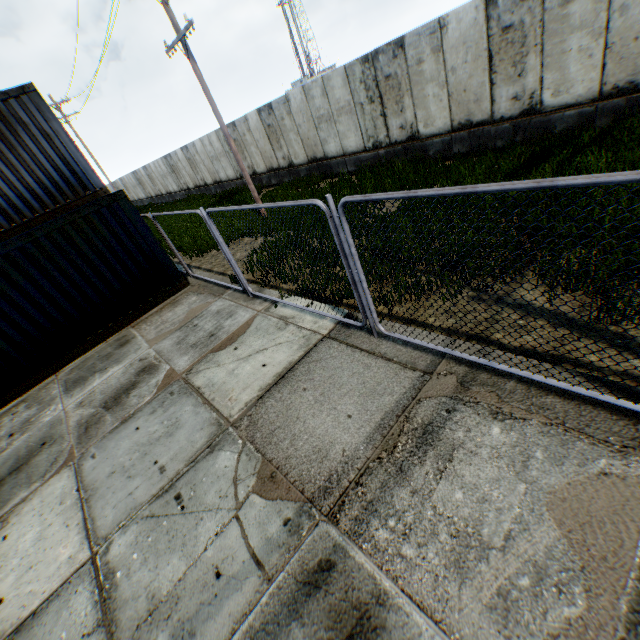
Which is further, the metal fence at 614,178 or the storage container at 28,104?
the storage container at 28,104

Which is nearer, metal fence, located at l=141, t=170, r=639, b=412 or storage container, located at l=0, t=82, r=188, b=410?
metal fence, located at l=141, t=170, r=639, b=412

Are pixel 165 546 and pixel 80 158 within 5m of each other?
no
